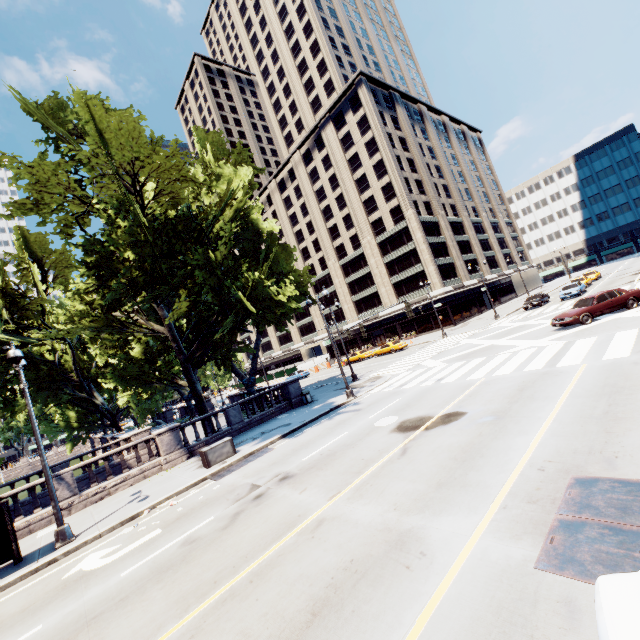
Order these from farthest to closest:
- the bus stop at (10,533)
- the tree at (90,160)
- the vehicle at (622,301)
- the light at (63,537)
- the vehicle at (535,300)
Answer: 1. the vehicle at (535,300)
2. the vehicle at (622,301)
3. the tree at (90,160)
4. the light at (63,537)
5. the bus stop at (10,533)

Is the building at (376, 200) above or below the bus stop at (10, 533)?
above

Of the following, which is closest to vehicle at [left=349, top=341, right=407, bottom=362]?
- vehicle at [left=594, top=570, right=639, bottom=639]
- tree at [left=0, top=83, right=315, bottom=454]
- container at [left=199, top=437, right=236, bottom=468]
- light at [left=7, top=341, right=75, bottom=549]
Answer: tree at [left=0, top=83, right=315, bottom=454]

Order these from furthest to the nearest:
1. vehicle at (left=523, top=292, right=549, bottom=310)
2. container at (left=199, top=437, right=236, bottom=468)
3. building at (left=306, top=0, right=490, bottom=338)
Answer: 1. building at (left=306, top=0, right=490, bottom=338)
2. vehicle at (left=523, top=292, right=549, bottom=310)
3. container at (left=199, top=437, right=236, bottom=468)

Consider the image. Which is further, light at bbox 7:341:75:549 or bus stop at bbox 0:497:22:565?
light at bbox 7:341:75:549

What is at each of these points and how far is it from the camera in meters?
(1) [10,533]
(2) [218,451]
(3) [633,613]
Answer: (1) bus stop, 11.0 m
(2) container, 15.8 m
(3) vehicle, 2.7 m

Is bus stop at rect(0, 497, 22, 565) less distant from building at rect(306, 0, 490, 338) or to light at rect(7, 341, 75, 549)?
light at rect(7, 341, 75, 549)

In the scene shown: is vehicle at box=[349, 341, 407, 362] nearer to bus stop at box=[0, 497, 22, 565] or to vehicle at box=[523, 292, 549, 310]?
vehicle at box=[523, 292, 549, 310]
